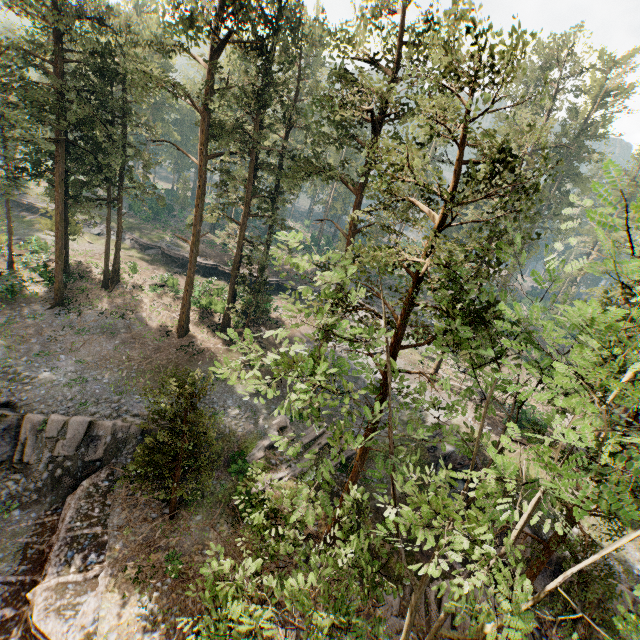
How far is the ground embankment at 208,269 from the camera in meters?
43.7

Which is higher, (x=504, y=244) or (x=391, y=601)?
(x=504, y=244)

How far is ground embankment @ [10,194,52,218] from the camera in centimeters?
4700cm

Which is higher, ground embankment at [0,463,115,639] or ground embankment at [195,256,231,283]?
ground embankment at [195,256,231,283]

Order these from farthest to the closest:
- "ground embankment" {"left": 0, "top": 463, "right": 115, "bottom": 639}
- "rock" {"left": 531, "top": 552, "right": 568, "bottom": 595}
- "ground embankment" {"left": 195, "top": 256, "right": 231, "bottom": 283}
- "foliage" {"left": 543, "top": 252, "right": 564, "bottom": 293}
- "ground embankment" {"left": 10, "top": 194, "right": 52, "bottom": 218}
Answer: "ground embankment" {"left": 10, "top": 194, "right": 52, "bottom": 218} < "ground embankment" {"left": 195, "top": 256, "right": 231, "bottom": 283} < "rock" {"left": 531, "top": 552, "right": 568, "bottom": 595} < "ground embankment" {"left": 0, "top": 463, "right": 115, "bottom": 639} < "foliage" {"left": 543, "top": 252, "right": 564, "bottom": 293}

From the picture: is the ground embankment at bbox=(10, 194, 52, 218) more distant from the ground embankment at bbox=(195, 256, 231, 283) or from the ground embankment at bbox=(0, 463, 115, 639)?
the ground embankment at bbox=(0, 463, 115, 639)

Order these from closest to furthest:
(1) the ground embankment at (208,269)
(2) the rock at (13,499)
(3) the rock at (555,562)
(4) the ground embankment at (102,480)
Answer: (4) the ground embankment at (102,480)
(3) the rock at (555,562)
(2) the rock at (13,499)
(1) the ground embankment at (208,269)

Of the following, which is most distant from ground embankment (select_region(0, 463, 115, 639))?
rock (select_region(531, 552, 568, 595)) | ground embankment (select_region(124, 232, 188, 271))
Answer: ground embankment (select_region(124, 232, 188, 271))
